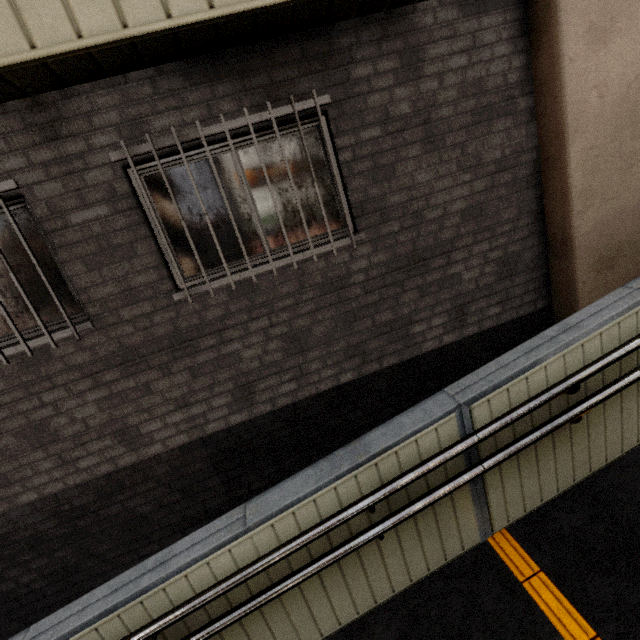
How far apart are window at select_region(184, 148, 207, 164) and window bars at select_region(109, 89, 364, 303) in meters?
0.2 m

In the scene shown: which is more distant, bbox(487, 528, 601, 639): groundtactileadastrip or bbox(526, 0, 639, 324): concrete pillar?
bbox(526, 0, 639, 324): concrete pillar

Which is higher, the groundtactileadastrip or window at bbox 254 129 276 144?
window at bbox 254 129 276 144

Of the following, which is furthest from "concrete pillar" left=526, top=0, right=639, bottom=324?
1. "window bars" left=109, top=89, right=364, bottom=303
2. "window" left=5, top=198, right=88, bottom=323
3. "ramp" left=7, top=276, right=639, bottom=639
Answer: "window" left=5, top=198, right=88, bottom=323

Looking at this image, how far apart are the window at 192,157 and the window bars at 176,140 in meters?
0.2 m

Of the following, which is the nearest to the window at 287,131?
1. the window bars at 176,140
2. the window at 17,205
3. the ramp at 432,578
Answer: the window bars at 176,140

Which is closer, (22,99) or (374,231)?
(22,99)
